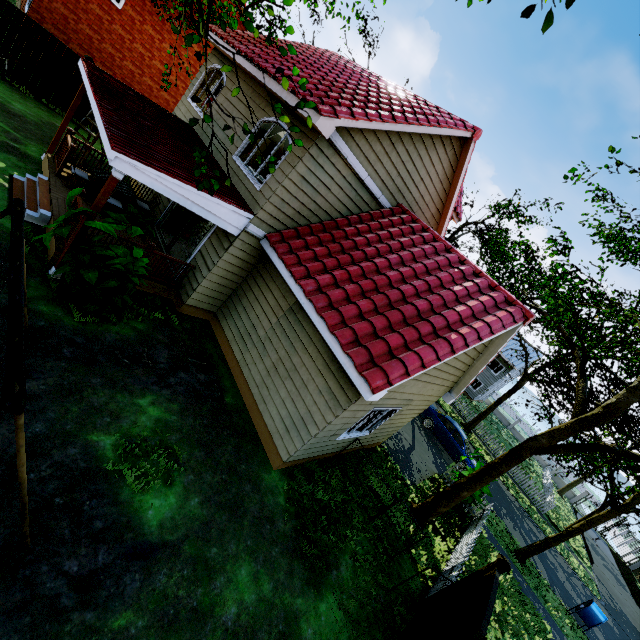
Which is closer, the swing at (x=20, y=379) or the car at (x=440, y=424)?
the swing at (x=20, y=379)

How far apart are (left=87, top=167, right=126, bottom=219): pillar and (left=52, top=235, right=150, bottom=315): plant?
0.0 meters

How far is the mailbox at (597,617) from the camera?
13.62m

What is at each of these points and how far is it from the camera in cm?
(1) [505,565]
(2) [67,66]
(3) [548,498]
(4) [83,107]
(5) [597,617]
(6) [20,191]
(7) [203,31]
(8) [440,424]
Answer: (1) fence post, 667
(2) fence, 1234
(3) fence, 2720
(4) fence, 1338
(5) mailbox, 1366
(6) stairs, 807
(7) tree, 262
(8) car, 1836

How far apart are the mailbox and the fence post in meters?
12.5 m

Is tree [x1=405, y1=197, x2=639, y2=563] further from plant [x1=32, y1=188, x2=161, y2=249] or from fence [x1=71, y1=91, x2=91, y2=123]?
plant [x1=32, y1=188, x2=161, y2=249]

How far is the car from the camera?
17.62m

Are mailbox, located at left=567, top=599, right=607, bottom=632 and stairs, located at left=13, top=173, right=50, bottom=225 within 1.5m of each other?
no
